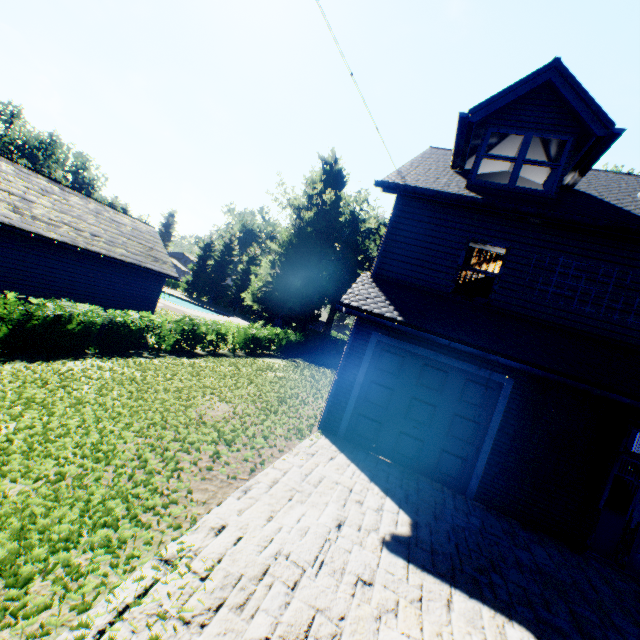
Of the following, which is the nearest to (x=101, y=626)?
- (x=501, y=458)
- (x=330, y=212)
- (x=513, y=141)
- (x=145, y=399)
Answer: (x=145, y=399)

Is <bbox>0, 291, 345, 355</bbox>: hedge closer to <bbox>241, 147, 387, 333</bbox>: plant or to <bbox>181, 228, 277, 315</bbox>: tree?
<bbox>241, 147, 387, 333</bbox>: plant

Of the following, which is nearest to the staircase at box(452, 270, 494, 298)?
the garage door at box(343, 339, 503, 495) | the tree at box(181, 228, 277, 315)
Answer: the garage door at box(343, 339, 503, 495)

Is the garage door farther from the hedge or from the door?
the hedge

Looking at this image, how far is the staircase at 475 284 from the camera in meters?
10.4 m

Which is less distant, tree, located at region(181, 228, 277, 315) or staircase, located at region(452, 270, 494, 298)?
staircase, located at region(452, 270, 494, 298)

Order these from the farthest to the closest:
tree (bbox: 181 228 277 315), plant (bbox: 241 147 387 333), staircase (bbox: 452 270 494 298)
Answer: tree (bbox: 181 228 277 315)
plant (bbox: 241 147 387 333)
staircase (bbox: 452 270 494 298)

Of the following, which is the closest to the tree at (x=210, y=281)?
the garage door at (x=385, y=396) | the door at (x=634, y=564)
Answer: the garage door at (x=385, y=396)
